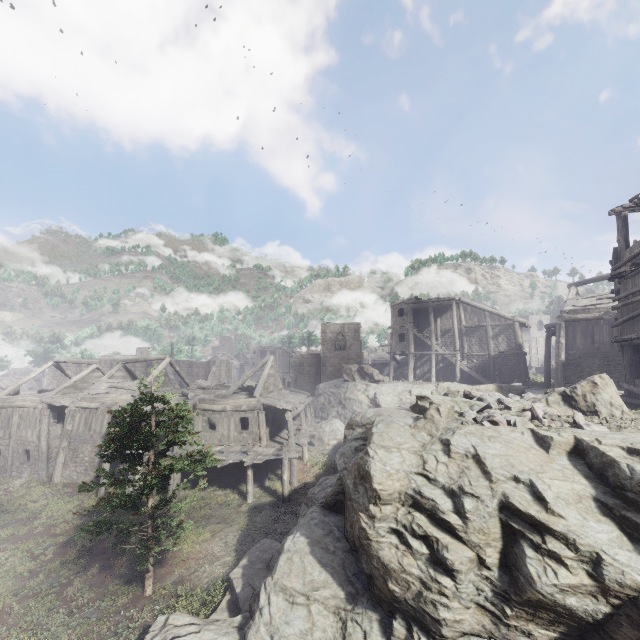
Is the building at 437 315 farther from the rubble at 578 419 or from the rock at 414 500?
the rubble at 578 419

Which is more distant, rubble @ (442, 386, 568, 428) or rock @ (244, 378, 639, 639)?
rubble @ (442, 386, 568, 428)

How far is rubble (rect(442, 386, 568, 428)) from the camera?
8.8 meters

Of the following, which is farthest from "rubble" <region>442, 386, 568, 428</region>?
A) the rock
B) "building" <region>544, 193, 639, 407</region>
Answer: "building" <region>544, 193, 639, 407</region>

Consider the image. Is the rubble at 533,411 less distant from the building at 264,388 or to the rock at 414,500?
the rock at 414,500

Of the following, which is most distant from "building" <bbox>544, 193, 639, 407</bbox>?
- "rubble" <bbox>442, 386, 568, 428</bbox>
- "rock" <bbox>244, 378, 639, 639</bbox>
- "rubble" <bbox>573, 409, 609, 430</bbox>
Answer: "rubble" <bbox>573, 409, 609, 430</bbox>

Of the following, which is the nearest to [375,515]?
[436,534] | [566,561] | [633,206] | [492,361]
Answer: [436,534]

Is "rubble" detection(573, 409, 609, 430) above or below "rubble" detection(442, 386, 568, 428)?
above
